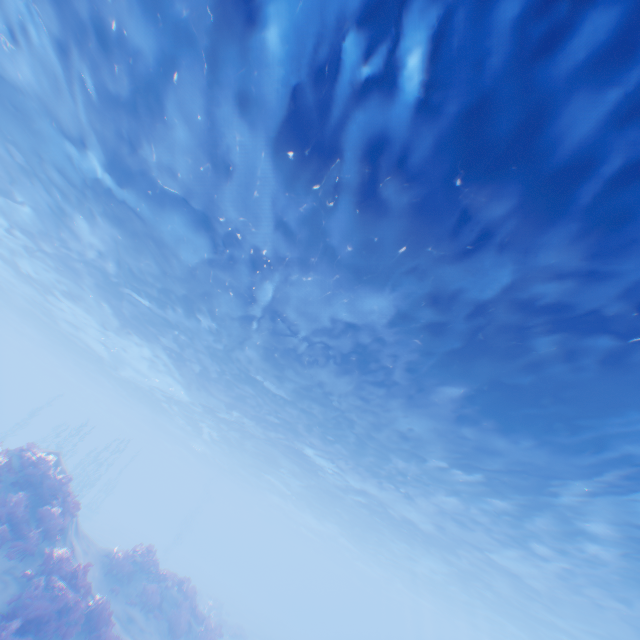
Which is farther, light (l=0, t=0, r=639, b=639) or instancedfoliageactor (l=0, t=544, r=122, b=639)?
instancedfoliageactor (l=0, t=544, r=122, b=639)

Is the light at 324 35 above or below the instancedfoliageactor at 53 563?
above

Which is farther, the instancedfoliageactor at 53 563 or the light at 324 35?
the instancedfoliageactor at 53 563

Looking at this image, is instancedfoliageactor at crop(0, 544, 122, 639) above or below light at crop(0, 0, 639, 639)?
below

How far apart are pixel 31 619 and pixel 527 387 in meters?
16.0
